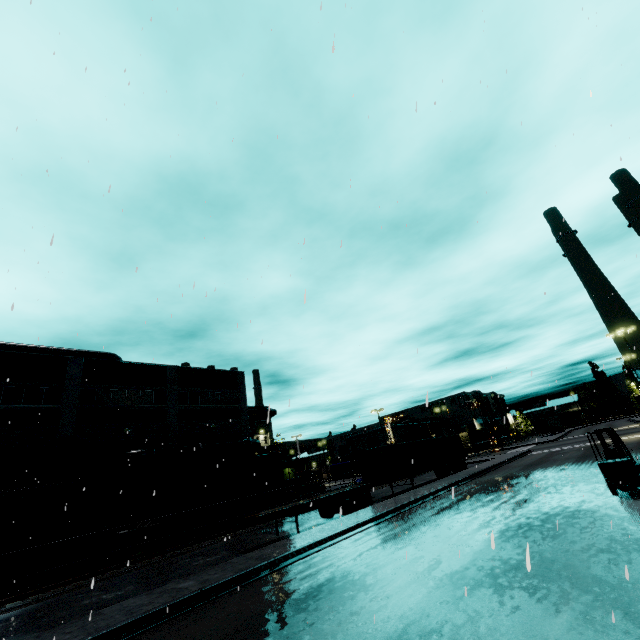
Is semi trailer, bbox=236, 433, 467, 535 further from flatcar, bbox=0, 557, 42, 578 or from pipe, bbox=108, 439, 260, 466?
flatcar, bbox=0, 557, 42, 578

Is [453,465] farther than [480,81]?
Yes

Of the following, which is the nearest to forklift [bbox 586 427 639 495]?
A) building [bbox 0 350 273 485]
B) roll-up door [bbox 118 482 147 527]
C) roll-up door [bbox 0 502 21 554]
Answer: building [bbox 0 350 273 485]

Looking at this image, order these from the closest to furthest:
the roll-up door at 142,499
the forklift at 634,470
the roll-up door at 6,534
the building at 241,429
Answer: the forklift at 634,470, the roll-up door at 6,534, the building at 241,429, the roll-up door at 142,499

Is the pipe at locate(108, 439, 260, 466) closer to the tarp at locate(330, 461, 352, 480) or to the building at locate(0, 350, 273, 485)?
the building at locate(0, 350, 273, 485)

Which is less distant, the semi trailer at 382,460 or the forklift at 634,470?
the forklift at 634,470

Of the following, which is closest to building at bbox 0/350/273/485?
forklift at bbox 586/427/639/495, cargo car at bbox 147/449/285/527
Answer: cargo car at bbox 147/449/285/527

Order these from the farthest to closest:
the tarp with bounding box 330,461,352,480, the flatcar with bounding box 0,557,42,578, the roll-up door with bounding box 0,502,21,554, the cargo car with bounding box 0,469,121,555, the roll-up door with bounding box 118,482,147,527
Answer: the tarp with bounding box 330,461,352,480 < the roll-up door with bounding box 118,482,147,527 < the roll-up door with bounding box 0,502,21,554 < the cargo car with bounding box 0,469,121,555 < the flatcar with bounding box 0,557,42,578
